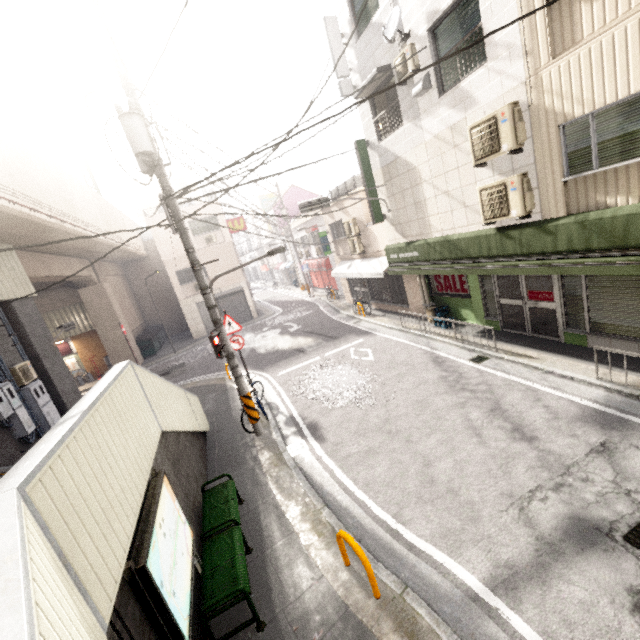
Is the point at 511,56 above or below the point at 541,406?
above

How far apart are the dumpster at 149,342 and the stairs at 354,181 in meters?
14.9 m

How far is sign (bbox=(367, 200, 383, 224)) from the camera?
11.64m

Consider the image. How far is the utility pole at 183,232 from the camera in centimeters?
706cm

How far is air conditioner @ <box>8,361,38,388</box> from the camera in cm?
903

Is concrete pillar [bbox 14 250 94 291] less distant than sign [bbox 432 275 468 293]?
No

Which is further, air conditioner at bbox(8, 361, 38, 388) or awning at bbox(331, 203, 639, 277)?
air conditioner at bbox(8, 361, 38, 388)

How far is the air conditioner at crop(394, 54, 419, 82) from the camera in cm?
809
